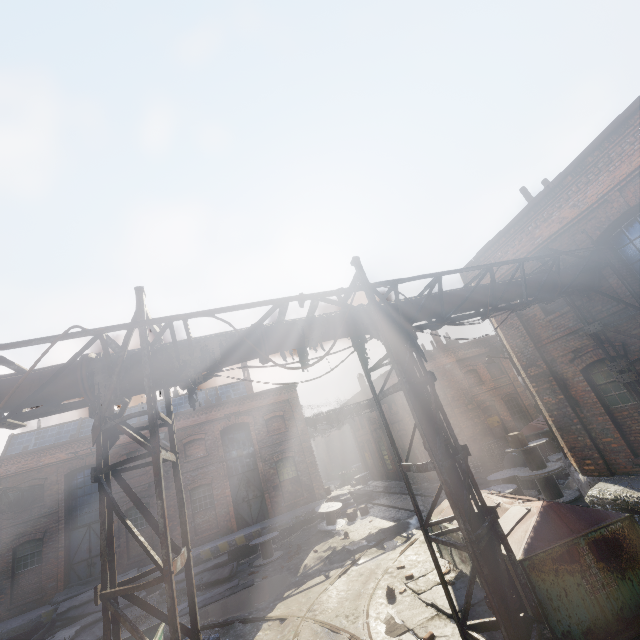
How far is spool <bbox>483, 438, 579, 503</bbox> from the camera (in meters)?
11.09

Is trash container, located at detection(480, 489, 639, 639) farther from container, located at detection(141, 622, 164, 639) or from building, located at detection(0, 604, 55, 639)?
building, located at detection(0, 604, 55, 639)

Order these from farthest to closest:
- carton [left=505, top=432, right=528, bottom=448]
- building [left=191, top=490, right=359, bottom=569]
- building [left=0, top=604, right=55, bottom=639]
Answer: building [left=191, top=490, right=359, bottom=569]
building [left=0, top=604, right=55, bottom=639]
carton [left=505, top=432, right=528, bottom=448]

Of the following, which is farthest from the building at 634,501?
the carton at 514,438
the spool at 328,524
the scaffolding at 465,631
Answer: the spool at 328,524

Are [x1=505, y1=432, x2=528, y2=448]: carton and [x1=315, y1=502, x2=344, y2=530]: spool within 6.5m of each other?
no

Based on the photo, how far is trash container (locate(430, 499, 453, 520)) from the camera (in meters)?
8.30

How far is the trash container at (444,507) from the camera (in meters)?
8.30

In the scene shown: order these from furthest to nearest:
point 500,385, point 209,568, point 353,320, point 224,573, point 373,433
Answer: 1. point 373,433
2. point 500,385
3. point 209,568
4. point 224,573
5. point 353,320
